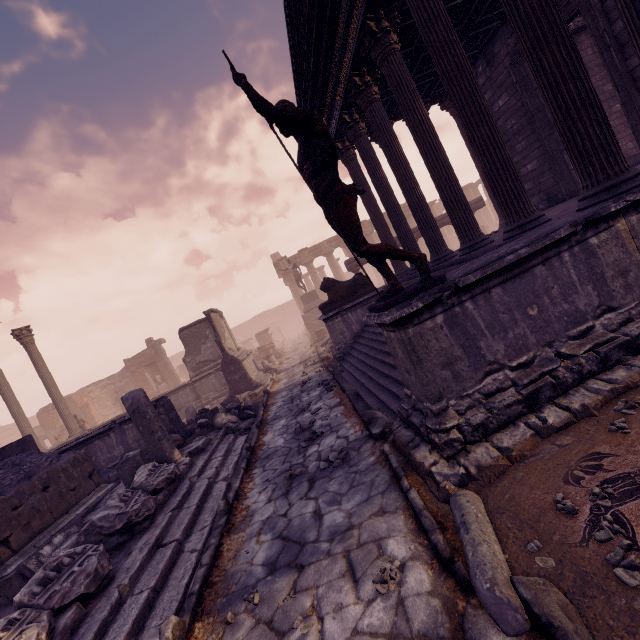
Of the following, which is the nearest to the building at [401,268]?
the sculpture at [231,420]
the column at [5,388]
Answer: the sculpture at [231,420]

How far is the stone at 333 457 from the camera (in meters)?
4.50

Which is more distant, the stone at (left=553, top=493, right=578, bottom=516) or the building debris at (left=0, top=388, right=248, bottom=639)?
the building debris at (left=0, top=388, right=248, bottom=639)

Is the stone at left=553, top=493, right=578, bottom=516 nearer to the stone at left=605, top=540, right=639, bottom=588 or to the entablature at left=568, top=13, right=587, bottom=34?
the stone at left=605, top=540, right=639, bottom=588

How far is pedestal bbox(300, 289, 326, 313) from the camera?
22.3 meters

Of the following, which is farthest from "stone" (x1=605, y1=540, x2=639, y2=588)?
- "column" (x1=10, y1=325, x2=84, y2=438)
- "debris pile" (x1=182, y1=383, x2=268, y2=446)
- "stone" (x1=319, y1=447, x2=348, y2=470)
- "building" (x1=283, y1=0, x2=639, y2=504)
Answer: "column" (x1=10, y1=325, x2=84, y2=438)

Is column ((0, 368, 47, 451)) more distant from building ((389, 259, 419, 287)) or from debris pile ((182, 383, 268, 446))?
building ((389, 259, 419, 287))

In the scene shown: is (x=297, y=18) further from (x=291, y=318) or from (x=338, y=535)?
(x=291, y=318)
